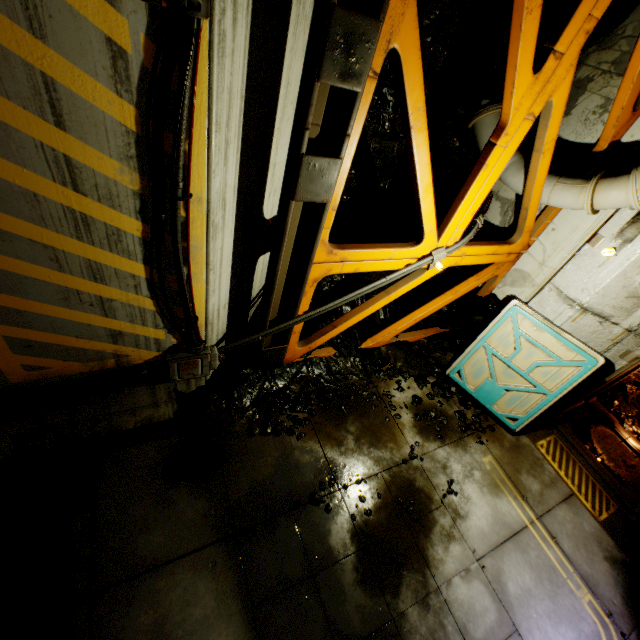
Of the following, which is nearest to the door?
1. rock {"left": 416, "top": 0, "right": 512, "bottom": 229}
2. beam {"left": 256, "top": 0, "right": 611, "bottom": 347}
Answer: rock {"left": 416, "top": 0, "right": 512, "bottom": 229}

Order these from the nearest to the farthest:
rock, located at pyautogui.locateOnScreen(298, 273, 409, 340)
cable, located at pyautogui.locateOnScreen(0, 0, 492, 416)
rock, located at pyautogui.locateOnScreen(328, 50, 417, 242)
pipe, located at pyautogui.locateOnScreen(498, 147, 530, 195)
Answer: cable, located at pyautogui.locateOnScreen(0, 0, 492, 416) < rock, located at pyautogui.locateOnScreen(328, 50, 417, 242) < pipe, located at pyautogui.locateOnScreen(498, 147, 530, 195) < rock, located at pyautogui.locateOnScreen(298, 273, 409, 340)

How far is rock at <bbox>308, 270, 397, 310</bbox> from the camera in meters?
6.4

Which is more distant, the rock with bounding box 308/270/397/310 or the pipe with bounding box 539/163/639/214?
the rock with bounding box 308/270/397/310

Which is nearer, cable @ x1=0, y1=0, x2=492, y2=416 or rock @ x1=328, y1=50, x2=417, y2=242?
cable @ x1=0, y1=0, x2=492, y2=416

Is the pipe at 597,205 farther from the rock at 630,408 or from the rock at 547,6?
the rock at 630,408

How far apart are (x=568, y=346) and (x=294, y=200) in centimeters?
503cm

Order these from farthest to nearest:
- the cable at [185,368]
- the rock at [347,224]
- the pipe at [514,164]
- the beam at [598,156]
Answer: the pipe at [514,164]
the rock at [347,224]
the beam at [598,156]
the cable at [185,368]
